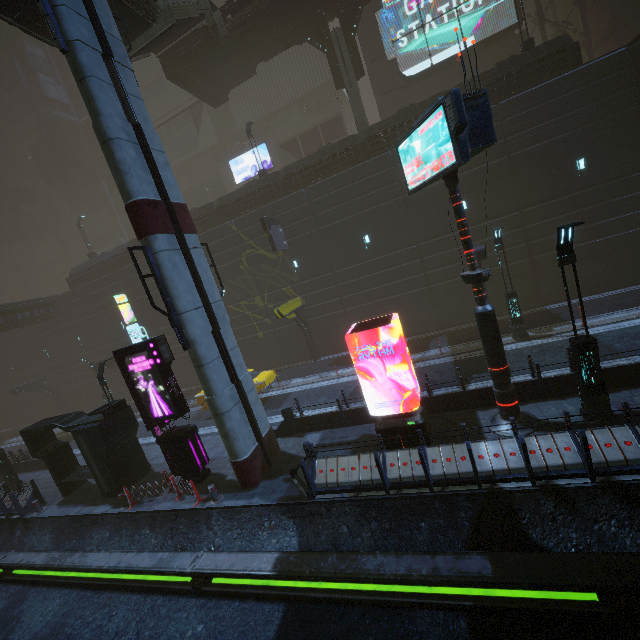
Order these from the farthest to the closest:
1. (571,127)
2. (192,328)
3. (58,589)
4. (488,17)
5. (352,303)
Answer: (488,17), (352,303), (571,127), (58,589), (192,328)

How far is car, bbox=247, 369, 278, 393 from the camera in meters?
18.0 m

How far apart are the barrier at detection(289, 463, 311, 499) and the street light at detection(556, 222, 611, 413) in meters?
8.0

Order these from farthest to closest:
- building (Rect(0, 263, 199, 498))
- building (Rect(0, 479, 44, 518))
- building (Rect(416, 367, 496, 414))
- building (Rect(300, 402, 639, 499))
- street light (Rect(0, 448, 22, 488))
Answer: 1. street light (Rect(0, 448, 22, 488))
2. building (Rect(0, 479, 44, 518))
3. building (Rect(0, 263, 199, 498))
4. building (Rect(416, 367, 496, 414))
5. building (Rect(300, 402, 639, 499))

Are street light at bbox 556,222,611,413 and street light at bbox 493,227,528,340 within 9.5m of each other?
yes

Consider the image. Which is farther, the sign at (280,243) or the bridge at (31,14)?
the sign at (280,243)

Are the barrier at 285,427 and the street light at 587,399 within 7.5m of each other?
no

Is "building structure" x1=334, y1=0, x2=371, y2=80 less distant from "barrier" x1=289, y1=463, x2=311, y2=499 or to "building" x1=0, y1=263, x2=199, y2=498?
"building" x1=0, y1=263, x2=199, y2=498
